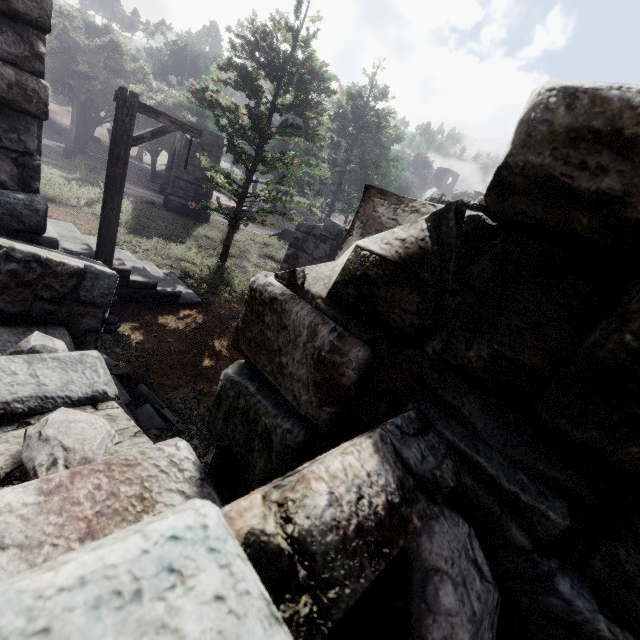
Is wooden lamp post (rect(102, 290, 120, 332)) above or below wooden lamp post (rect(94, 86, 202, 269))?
below

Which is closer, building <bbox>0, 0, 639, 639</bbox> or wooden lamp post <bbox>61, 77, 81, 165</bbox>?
building <bbox>0, 0, 639, 639</bbox>

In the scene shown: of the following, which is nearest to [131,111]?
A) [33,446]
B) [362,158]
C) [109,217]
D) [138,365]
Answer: [109,217]

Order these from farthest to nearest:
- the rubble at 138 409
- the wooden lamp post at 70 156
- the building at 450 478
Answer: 1. the wooden lamp post at 70 156
2. the rubble at 138 409
3. the building at 450 478

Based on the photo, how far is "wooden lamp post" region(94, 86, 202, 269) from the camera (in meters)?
Answer: 5.79

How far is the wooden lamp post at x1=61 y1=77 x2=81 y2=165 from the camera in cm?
1910

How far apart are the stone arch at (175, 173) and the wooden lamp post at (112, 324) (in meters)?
13.99

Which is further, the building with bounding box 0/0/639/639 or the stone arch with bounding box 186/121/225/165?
the stone arch with bounding box 186/121/225/165
